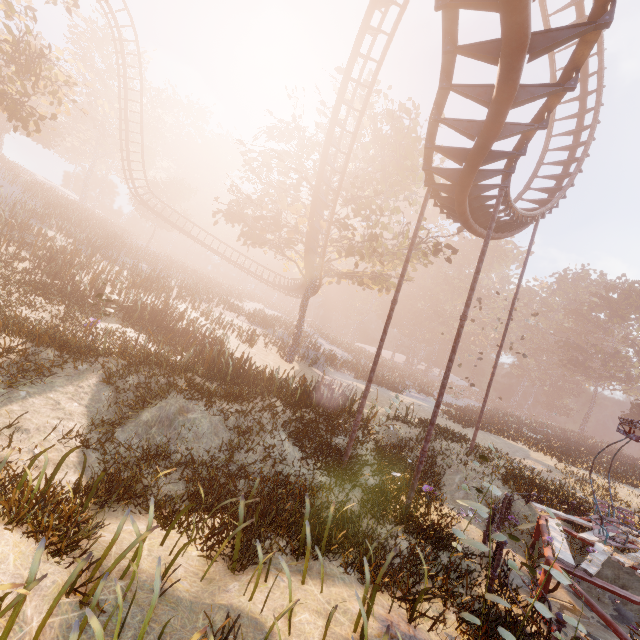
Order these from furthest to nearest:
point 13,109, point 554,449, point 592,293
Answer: point 592,293 < point 554,449 < point 13,109

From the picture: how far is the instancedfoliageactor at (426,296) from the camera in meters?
57.9

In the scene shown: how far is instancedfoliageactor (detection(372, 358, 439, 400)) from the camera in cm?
3225

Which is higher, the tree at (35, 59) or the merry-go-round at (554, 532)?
the tree at (35, 59)

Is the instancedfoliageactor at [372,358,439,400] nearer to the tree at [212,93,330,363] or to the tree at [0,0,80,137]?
the tree at [212,93,330,363]

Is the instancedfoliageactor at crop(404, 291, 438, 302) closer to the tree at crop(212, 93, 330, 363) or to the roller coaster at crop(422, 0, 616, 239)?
the tree at crop(212, 93, 330, 363)

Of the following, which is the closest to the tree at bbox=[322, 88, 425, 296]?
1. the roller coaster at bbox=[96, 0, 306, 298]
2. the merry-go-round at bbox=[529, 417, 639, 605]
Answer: the roller coaster at bbox=[96, 0, 306, 298]
